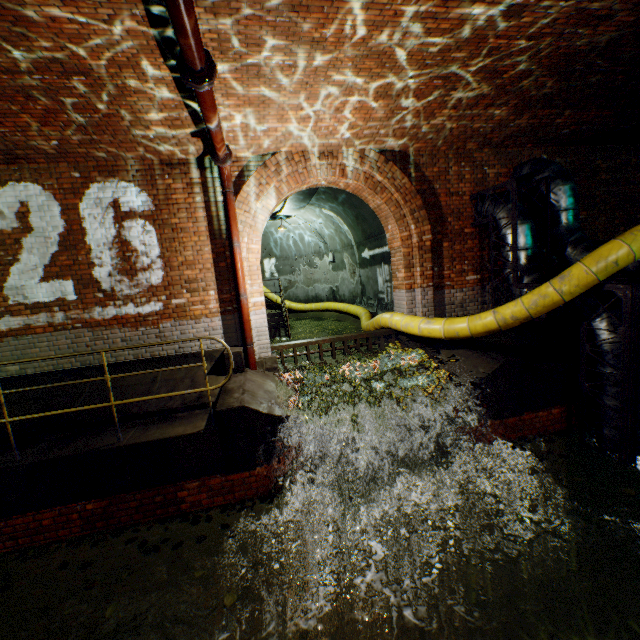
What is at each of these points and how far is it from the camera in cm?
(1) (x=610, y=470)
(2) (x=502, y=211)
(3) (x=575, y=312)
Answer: (1) pipe, 509
(2) pipe, 663
(3) pipe, 532

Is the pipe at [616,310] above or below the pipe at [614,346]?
above

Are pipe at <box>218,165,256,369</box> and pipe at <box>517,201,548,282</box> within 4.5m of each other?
no

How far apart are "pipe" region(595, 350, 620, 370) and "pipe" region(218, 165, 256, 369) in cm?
534

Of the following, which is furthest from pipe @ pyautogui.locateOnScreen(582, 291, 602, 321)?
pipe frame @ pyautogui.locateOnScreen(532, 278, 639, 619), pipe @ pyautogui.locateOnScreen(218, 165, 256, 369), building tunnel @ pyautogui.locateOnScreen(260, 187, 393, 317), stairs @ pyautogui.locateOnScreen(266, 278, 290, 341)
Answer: stairs @ pyautogui.locateOnScreen(266, 278, 290, 341)

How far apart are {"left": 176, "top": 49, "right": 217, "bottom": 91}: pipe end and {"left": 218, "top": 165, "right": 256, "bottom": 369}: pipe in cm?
238

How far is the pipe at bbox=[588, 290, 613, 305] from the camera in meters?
5.0 m

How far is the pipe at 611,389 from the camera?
4.9 meters
